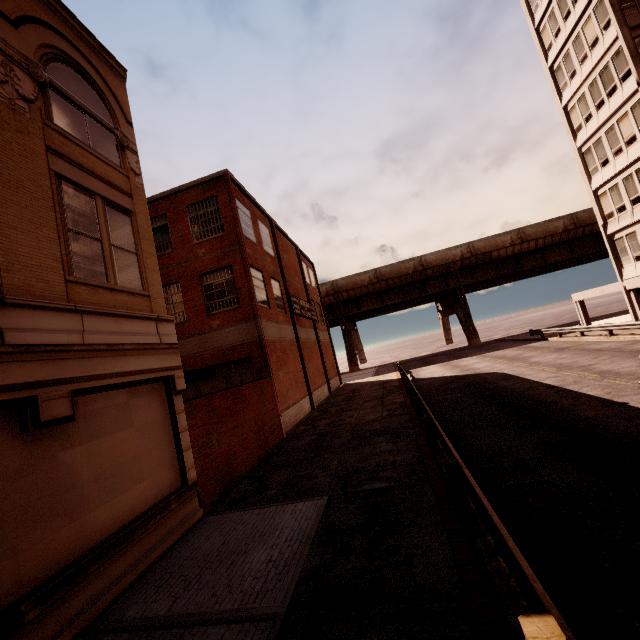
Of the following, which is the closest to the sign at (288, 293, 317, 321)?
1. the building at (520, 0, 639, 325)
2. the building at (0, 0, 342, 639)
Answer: the building at (0, 0, 342, 639)

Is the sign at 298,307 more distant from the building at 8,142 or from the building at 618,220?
the building at 618,220

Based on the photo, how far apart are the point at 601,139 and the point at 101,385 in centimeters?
3401cm

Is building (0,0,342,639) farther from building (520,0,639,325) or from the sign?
building (520,0,639,325)

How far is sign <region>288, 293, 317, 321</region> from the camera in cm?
2262

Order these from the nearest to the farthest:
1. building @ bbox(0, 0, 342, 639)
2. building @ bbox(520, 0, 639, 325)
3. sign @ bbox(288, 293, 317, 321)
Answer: building @ bbox(0, 0, 342, 639), building @ bbox(520, 0, 639, 325), sign @ bbox(288, 293, 317, 321)
